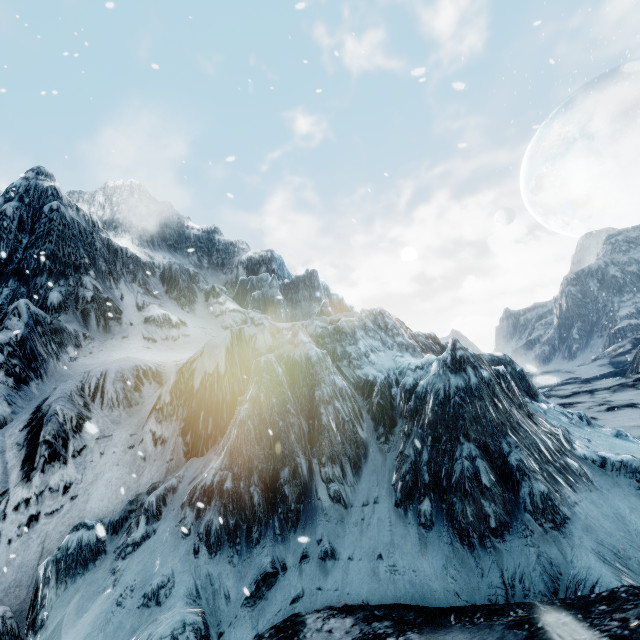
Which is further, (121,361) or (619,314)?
(619,314)
